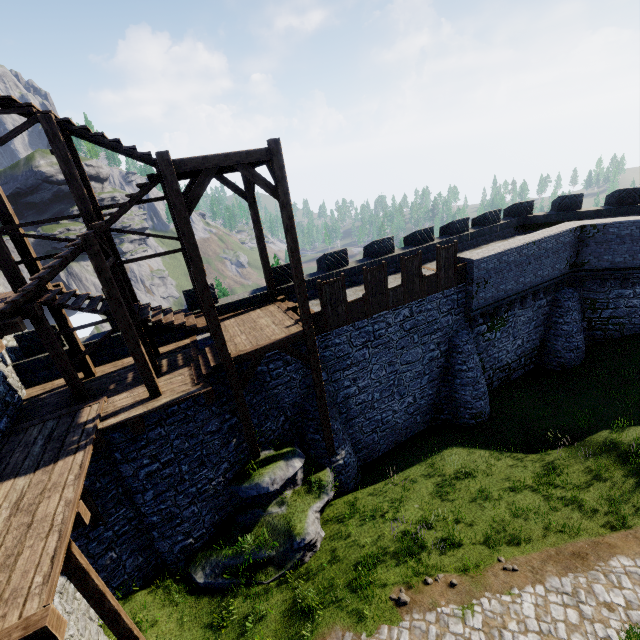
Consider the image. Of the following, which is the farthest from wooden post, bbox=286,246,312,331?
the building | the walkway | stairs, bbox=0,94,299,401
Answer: the building

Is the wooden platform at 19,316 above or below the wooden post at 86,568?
above

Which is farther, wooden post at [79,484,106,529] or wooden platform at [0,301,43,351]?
wooden post at [79,484,106,529]

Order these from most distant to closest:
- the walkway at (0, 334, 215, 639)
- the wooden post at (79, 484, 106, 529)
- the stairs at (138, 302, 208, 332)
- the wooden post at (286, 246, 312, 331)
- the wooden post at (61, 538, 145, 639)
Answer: Answer: the stairs at (138, 302, 208, 332) → the wooden post at (286, 246, 312, 331) → the wooden post at (79, 484, 106, 529) → the wooden post at (61, 538, 145, 639) → the walkway at (0, 334, 215, 639)

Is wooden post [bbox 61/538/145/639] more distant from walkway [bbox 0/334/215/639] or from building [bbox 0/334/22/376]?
building [bbox 0/334/22/376]

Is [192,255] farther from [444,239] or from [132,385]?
[444,239]

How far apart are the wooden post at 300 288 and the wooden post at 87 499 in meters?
7.7

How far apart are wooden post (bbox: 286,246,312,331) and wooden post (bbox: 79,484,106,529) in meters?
→ 7.7 m
